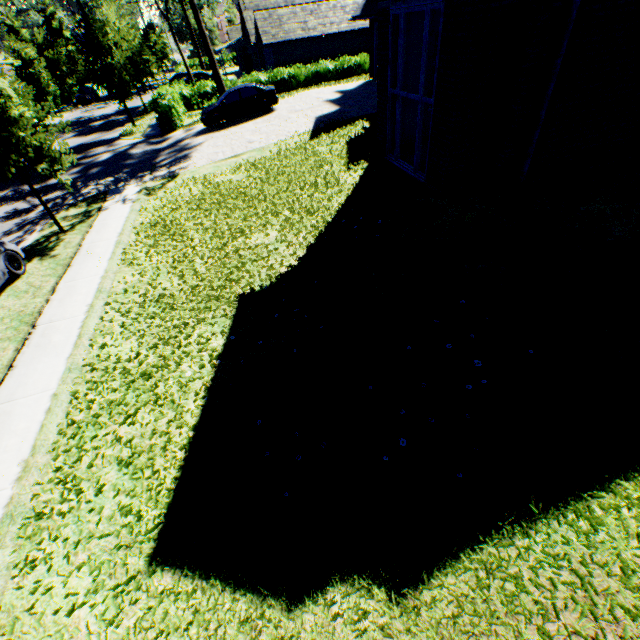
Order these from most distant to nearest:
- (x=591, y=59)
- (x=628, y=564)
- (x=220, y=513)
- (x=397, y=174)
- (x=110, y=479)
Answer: (x=397, y=174) < (x=591, y=59) < (x=110, y=479) < (x=220, y=513) < (x=628, y=564)

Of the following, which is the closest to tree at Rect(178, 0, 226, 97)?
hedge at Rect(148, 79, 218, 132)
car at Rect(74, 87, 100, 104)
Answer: car at Rect(74, 87, 100, 104)

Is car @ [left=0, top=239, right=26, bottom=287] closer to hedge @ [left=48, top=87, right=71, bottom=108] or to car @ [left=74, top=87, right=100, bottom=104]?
hedge @ [left=48, top=87, right=71, bottom=108]

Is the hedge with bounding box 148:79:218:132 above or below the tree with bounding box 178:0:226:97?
below

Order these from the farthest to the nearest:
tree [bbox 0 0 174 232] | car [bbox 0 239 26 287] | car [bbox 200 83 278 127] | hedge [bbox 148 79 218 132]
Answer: hedge [bbox 148 79 218 132] → car [bbox 200 83 278 127] → tree [bbox 0 0 174 232] → car [bbox 0 239 26 287]

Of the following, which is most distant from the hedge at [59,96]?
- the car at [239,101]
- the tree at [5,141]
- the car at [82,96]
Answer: the car at [239,101]

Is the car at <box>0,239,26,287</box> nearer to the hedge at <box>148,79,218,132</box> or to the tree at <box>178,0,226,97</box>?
the tree at <box>178,0,226,97</box>

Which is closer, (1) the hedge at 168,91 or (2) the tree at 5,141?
(2) the tree at 5,141
